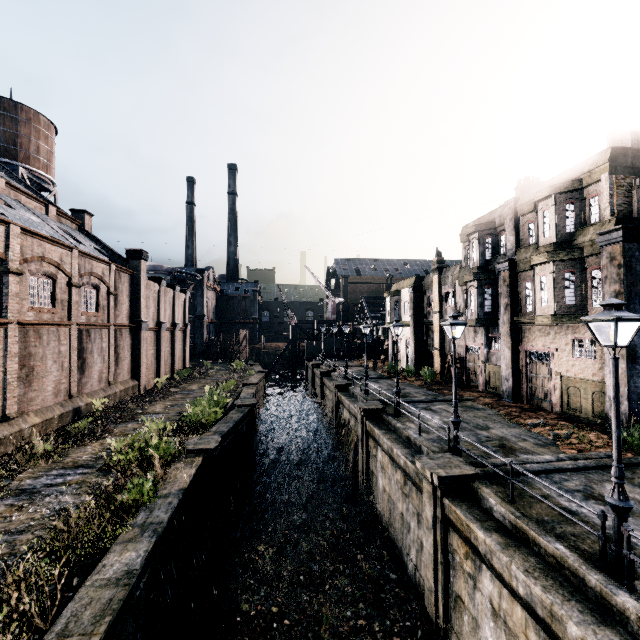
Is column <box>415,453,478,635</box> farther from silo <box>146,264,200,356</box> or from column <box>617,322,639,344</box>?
silo <box>146,264,200,356</box>

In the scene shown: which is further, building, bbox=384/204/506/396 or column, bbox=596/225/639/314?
building, bbox=384/204/506/396

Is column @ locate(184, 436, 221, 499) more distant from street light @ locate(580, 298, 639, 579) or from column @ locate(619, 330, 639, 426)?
column @ locate(619, 330, 639, 426)

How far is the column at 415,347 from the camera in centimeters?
3456cm

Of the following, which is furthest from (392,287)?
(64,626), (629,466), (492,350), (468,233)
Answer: (64,626)

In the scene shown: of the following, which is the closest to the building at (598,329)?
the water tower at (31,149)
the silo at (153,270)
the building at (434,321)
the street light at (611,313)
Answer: the building at (434,321)

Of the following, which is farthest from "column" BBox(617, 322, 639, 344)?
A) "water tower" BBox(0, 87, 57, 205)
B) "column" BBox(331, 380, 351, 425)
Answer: "water tower" BBox(0, 87, 57, 205)

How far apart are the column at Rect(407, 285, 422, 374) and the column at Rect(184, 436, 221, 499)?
23.8 meters
